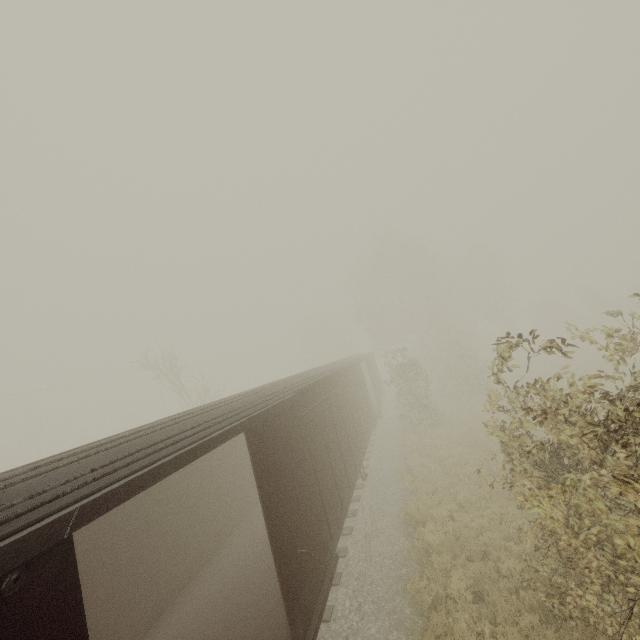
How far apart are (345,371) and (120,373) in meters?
44.1
